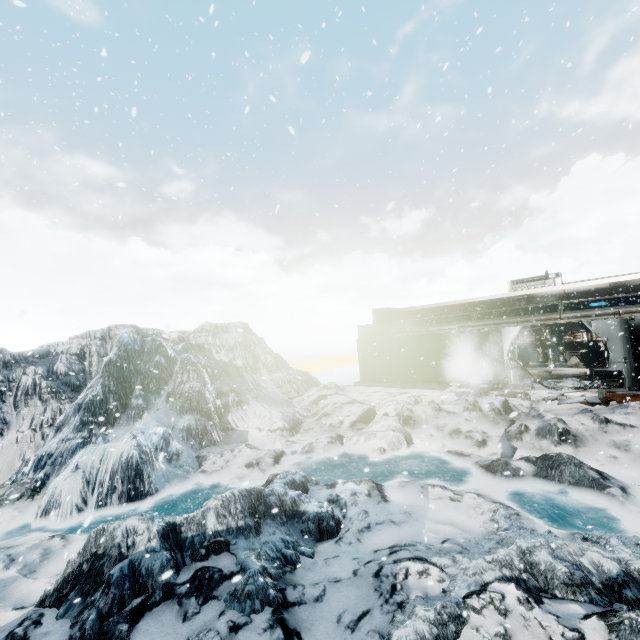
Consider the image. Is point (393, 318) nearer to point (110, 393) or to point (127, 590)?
point (110, 393)
